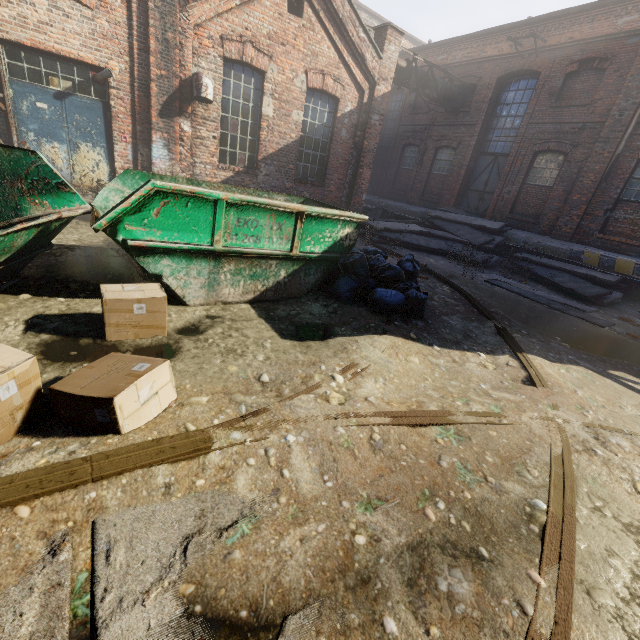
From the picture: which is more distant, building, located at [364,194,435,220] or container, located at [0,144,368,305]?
building, located at [364,194,435,220]

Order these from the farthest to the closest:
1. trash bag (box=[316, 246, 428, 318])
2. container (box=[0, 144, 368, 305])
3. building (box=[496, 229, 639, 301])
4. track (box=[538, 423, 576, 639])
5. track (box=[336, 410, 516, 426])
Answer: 1. building (box=[496, 229, 639, 301])
2. trash bag (box=[316, 246, 428, 318])
3. container (box=[0, 144, 368, 305])
4. track (box=[336, 410, 516, 426])
5. track (box=[538, 423, 576, 639])

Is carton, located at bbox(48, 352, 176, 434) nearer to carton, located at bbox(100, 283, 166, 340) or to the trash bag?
carton, located at bbox(100, 283, 166, 340)

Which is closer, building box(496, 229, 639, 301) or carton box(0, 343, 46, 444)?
carton box(0, 343, 46, 444)

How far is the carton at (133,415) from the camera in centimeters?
197cm

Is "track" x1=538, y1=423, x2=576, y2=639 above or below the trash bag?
below

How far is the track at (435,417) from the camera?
2.6m

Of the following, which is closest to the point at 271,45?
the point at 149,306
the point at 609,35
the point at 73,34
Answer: the point at 73,34
